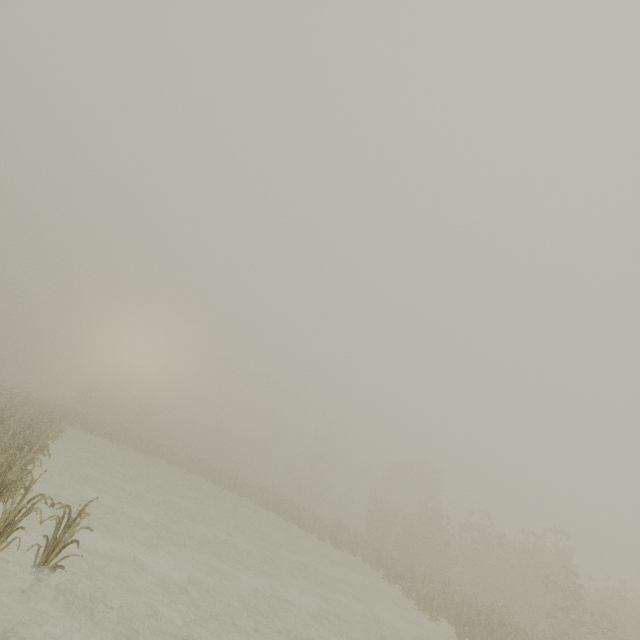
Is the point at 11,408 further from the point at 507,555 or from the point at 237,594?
the point at 507,555
